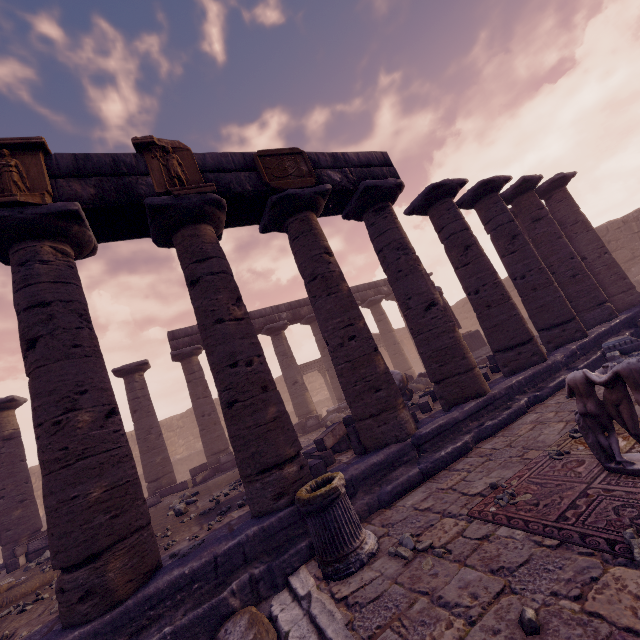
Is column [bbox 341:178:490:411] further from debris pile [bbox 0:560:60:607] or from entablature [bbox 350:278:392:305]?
debris pile [bbox 0:560:60:607]

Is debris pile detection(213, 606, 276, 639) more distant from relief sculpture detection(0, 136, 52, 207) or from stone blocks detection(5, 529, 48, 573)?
stone blocks detection(5, 529, 48, 573)

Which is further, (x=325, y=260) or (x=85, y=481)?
(x=325, y=260)

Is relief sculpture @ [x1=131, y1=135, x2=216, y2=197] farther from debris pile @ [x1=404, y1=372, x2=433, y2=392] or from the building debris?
debris pile @ [x1=404, y1=372, x2=433, y2=392]

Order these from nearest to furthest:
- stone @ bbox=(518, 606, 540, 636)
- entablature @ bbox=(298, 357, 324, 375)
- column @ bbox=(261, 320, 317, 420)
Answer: stone @ bbox=(518, 606, 540, 636), column @ bbox=(261, 320, 317, 420), entablature @ bbox=(298, 357, 324, 375)

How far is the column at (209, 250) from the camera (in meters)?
4.86

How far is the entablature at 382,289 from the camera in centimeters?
1952cm

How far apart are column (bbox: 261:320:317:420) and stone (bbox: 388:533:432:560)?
12.1m
